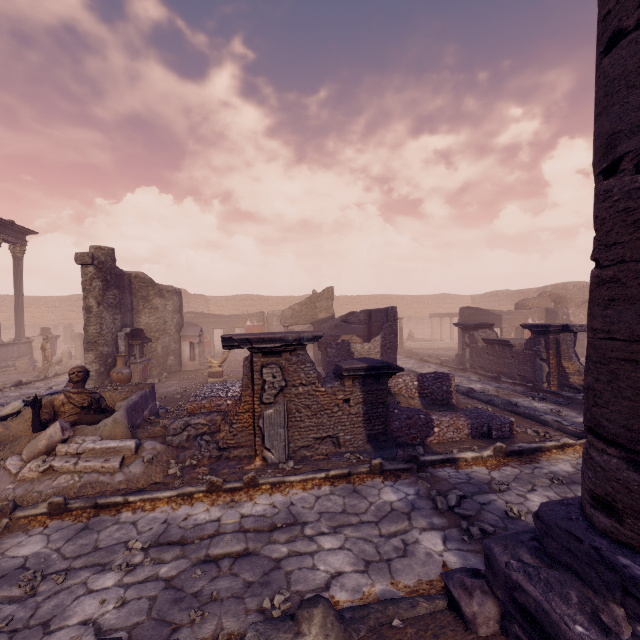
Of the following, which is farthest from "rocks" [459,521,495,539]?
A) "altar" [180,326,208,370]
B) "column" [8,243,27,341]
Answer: "column" [8,243,27,341]

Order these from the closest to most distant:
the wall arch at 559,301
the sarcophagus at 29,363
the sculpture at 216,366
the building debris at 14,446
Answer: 1. the building debris at 14,446
2. the sculpture at 216,366
3. the sarcophagus at 29,363
4. the wall arch at 559,301

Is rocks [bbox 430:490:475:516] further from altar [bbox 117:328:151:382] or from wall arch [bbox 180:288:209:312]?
wall arch [bbox 180:288:209:312]

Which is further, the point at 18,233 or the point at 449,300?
the point at 449,300

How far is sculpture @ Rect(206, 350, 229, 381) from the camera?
12.9m

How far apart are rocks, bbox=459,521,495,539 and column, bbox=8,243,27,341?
23.8m

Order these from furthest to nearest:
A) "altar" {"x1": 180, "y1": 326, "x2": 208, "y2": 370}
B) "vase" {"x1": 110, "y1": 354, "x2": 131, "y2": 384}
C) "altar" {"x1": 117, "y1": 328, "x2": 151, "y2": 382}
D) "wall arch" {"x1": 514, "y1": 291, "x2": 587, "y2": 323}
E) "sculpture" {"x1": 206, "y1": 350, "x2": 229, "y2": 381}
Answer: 1. "wall arch" {"x1": 514, "y1": 291, "x2": 587, "y2": 323}
2. "altar" {"x1": 180, "y1": 326, "x2": 208, "y2": 370}
3. "sculpture" {"x1": 206, "y1": 350, "x2": 229, "y2": 381}
4. "altar" {"x1": 117, "y1": 328, "x2": 151, "y2": 382}
5. "vase" {"x1": 110, "y1": 354, "x2": 131, "y2": 384}

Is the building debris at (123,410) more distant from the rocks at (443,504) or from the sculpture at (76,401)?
the rocks at (443,504)
